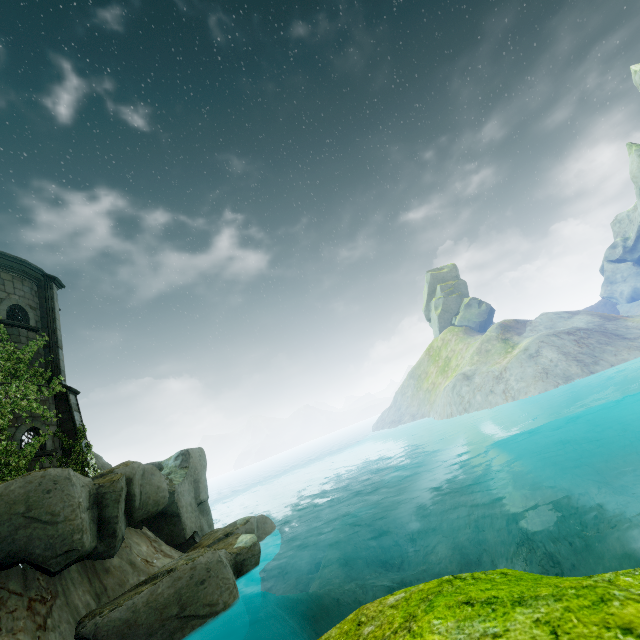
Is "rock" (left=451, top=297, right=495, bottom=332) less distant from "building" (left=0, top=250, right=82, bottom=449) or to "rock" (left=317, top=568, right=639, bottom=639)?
"building" (left=0, top=250, right=82, bottom=449)

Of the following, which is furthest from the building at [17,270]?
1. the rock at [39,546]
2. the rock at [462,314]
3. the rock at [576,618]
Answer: the rock at [462,314]

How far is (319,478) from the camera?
55.28m

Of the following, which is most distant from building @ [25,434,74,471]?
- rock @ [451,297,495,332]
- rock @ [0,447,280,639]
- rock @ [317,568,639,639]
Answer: rock @ [451,297,495,332]

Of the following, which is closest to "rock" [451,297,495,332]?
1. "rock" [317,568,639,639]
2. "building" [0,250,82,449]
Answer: "building" [0,250,82,449]

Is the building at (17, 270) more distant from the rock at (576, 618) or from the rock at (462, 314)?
the rock at (462, 314)

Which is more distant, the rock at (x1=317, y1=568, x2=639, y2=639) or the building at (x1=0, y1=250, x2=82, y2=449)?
the building at (x1=0, y1=250, x2=82, y2=449)

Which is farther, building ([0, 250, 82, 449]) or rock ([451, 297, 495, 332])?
rock ([451, 297, 495, 332])
